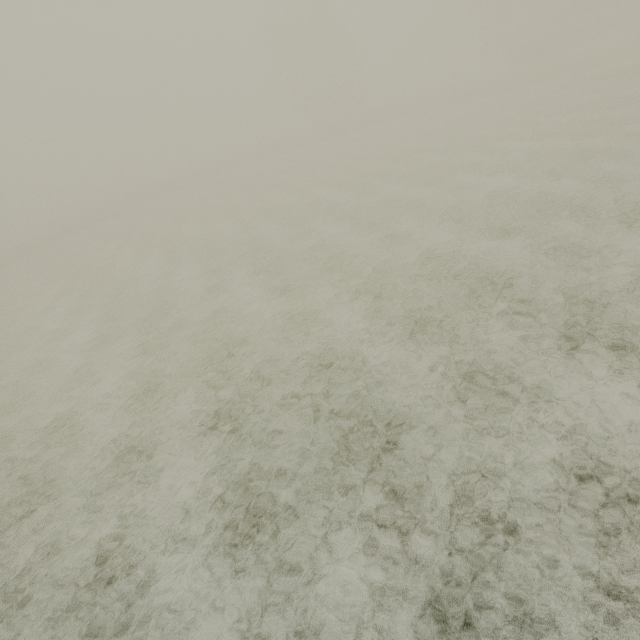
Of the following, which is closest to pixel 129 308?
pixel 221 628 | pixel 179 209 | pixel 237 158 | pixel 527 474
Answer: pixel 221 628
